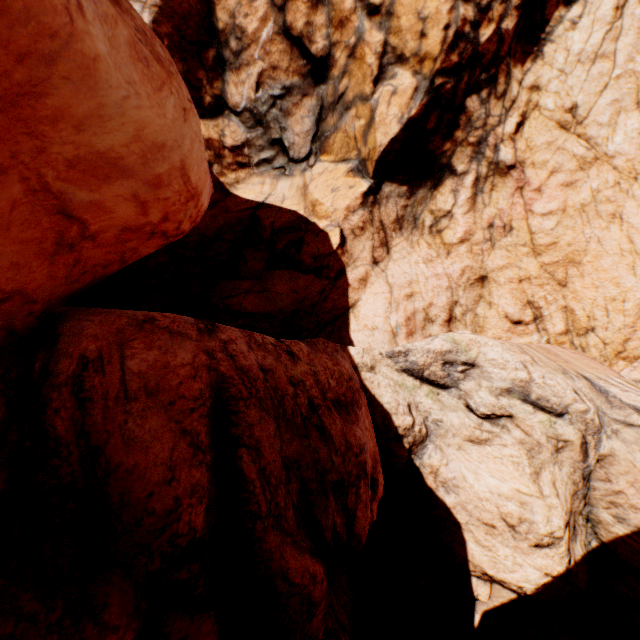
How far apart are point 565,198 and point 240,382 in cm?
1408
